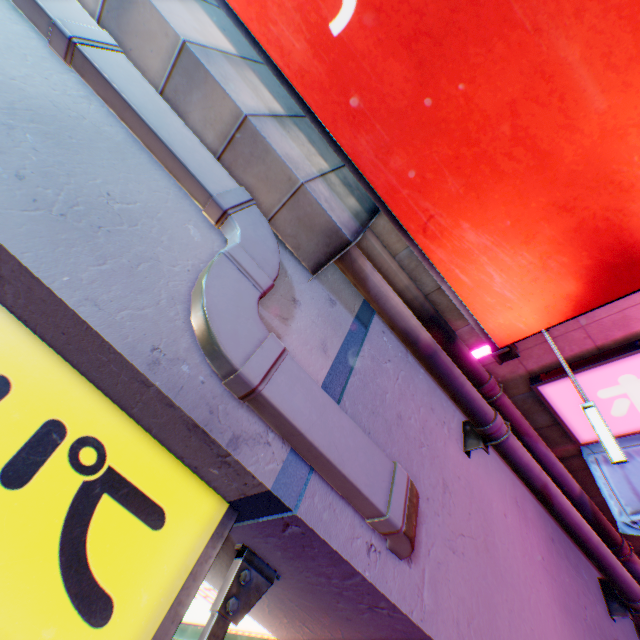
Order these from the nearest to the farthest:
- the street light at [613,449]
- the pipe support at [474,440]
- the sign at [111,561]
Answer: the sign at [111,561], the street light at [613,449], the pipe support at [474,440]

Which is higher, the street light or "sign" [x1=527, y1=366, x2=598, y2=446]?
the street light

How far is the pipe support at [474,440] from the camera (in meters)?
2.65

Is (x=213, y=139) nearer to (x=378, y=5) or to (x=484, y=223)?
(x=378, y=5)

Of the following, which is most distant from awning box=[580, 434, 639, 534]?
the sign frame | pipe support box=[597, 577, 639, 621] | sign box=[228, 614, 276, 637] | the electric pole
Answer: sign box=[228, 614, 276, 637]

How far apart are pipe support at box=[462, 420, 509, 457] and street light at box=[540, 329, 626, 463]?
0.8 meters

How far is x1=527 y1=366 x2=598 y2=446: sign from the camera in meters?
3.1

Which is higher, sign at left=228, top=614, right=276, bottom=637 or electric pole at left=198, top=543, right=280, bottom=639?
electric pole at left=198, top=543, right=280, bottom=639
